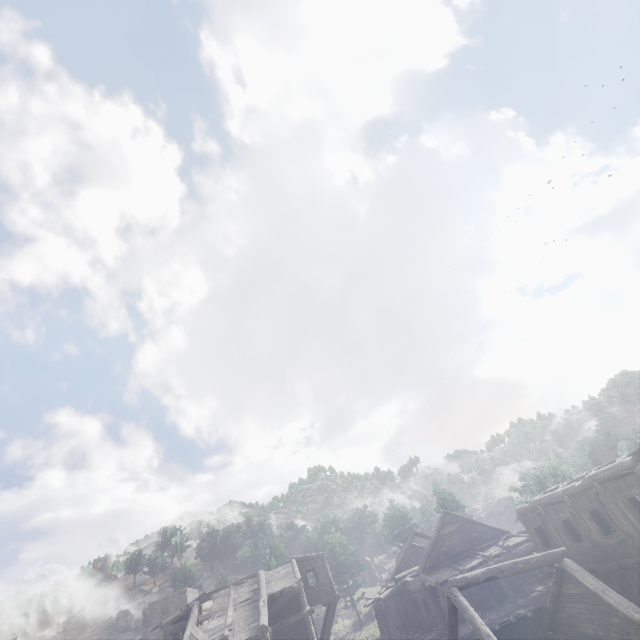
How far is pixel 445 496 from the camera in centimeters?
4266cm

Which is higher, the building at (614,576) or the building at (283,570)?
the building at (283,570)

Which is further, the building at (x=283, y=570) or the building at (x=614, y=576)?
the building at (x=283, y=570)

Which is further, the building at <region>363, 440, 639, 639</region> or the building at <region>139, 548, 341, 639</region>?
the building at <region>139, 548, 341, 639</region>

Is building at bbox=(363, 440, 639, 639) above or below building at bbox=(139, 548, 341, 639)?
below
